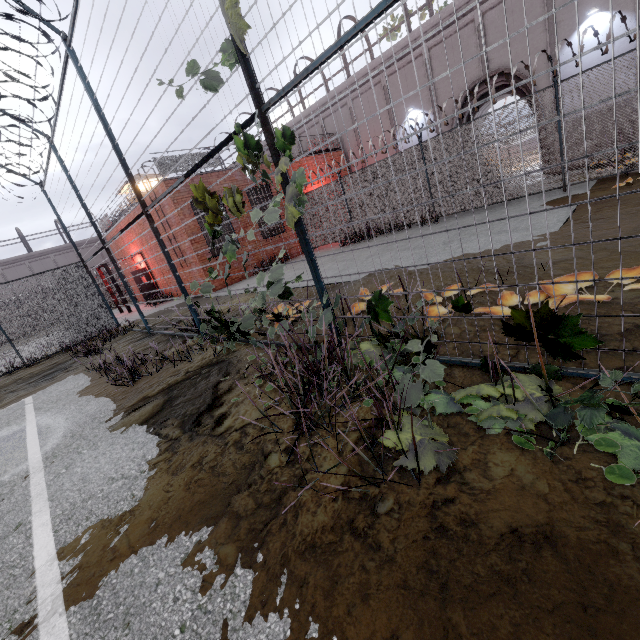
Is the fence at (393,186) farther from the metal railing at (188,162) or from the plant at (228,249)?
the metal railing at (188,162)

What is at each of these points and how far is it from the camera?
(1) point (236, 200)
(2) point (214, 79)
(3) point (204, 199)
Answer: (1) plant, 3.8m
(2) plant, 3.1m
(3) plant, 4.3m

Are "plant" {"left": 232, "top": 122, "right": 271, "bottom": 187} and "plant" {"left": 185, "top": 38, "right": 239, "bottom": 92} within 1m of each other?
yes

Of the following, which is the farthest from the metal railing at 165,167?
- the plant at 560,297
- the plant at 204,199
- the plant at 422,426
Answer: the plant at 422,426

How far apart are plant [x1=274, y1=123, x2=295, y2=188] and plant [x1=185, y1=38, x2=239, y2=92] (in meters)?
0.33

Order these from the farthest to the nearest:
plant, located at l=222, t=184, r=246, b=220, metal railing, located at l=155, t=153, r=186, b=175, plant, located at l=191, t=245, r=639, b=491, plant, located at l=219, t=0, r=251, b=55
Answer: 1. metal railing, located at l=155, t=153, r=186, b=175
2. plant, located at l=222, t=184, r=246, b=220
3. plant, located at l=219, t=0, r=251, b=55
4. plant, located at l=191, t=245, r=639, b=491

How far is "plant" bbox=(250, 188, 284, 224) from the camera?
3.32m

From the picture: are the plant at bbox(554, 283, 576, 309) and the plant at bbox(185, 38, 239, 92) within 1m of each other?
no
